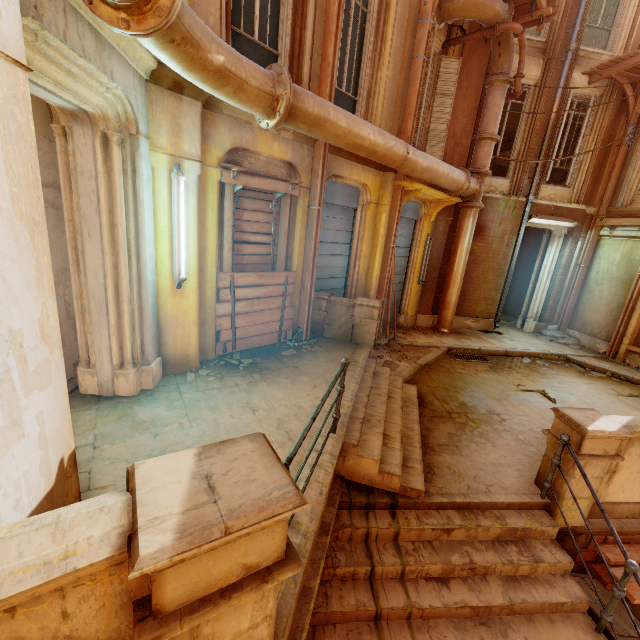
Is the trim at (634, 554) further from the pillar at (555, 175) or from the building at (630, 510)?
the pillar at (555, 175)

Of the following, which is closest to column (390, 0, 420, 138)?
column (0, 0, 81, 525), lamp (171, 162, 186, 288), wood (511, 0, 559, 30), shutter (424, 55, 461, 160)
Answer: wood (511, 0, 559, 30)

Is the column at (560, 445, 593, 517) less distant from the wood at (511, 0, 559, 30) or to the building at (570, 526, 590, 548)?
the building at (570, 526, 590, 548)

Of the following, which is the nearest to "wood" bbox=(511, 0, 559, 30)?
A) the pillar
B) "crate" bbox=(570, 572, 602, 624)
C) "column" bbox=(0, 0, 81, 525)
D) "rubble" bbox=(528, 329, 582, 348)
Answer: the pillar

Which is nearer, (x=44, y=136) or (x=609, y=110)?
(x=44, y=136)

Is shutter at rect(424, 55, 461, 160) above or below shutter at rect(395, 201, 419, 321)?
above

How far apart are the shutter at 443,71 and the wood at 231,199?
5.16m

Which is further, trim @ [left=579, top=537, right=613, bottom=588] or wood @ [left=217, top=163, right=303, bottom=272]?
wood @ [left=217, top=163, right=303, bottom=272]
